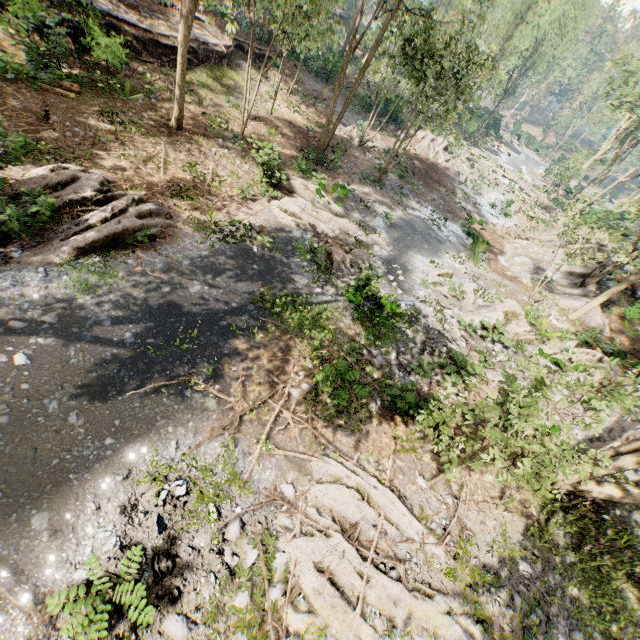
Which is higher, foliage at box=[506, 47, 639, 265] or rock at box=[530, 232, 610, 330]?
foliage at box=[506, 47, 639, 265]

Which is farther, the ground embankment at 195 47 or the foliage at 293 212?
the ground embankment at 195 47

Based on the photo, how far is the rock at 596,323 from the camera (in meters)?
17.66

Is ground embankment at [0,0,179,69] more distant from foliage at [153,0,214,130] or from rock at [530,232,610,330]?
rock at [530,232,610,330]

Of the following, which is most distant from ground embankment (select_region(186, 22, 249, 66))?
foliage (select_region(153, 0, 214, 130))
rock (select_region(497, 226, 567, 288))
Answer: rock (select_region(497, 226, 567, 288))

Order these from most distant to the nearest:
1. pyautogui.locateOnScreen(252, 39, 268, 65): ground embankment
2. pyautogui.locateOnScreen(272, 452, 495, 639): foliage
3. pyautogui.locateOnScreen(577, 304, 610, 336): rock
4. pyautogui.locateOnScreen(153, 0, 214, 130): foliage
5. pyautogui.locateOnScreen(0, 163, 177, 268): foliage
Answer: pyautogui.locateOnScreen(252, 39, 268, 65): ground embankment → pyautogui.locateOnScreen(577, 304, 610, 336): rock → pyautogui.locateOnScreen(153, 0, 214, 130): foliage → pyautogui.locateOnScreen(0, 163, 177, 268): foliage → pyautogui.locateOnScreen(272, 452, 495, 639): foliage

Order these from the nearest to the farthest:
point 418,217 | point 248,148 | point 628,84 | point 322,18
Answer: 1. point 322,18
2. point 248,148
3. point 418,217
4. point 628,84
